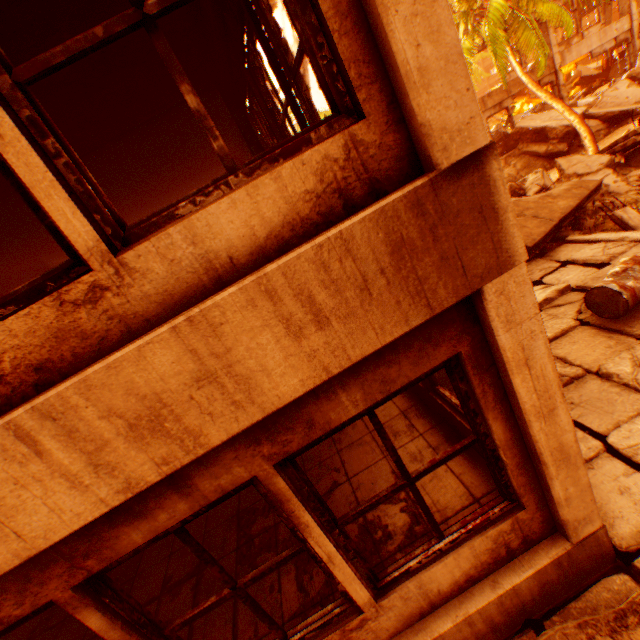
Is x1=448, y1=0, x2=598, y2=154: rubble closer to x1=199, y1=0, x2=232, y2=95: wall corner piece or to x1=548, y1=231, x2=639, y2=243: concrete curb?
x1=199, y1=0, x2=232, y2=95: wall corner piece

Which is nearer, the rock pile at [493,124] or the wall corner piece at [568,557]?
the wall corner piece at [568,557]

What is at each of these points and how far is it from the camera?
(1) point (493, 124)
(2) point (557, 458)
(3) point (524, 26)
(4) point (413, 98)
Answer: (1) rock pile, 30.2m
(2) pillar, 2.3m
(3) rubble, 11.1m
(4) pillar, 1.5m

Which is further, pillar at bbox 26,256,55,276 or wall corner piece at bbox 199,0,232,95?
pillar at bbox 26,256,55,276

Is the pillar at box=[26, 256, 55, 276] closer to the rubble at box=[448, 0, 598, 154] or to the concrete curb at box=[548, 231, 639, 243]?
the concrete curb at box=[548, 231, 639, 243]

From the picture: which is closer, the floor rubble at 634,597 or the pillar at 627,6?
the floor rubble at 634,597

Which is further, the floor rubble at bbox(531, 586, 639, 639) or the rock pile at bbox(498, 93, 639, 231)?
the rock pile at bbox(498, 93, 639, 231)

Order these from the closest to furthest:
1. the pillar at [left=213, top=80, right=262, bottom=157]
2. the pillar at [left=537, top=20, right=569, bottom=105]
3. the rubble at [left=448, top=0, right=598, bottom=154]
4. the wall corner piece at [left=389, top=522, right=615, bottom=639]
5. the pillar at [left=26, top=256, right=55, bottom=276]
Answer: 1. the wall corner piece at [left=389, top=522, right=615, bottom=639]
2. the pillar at [left=213, top=80, right=262, bottom=157]
3. the pillar at [left=26, top=256, right=55, bottom=276]
4. the rubble at [left=448, top=0, right=598, bottom=154]
5. the pillar at [left=537, top=20, right=569, bottom=105]
